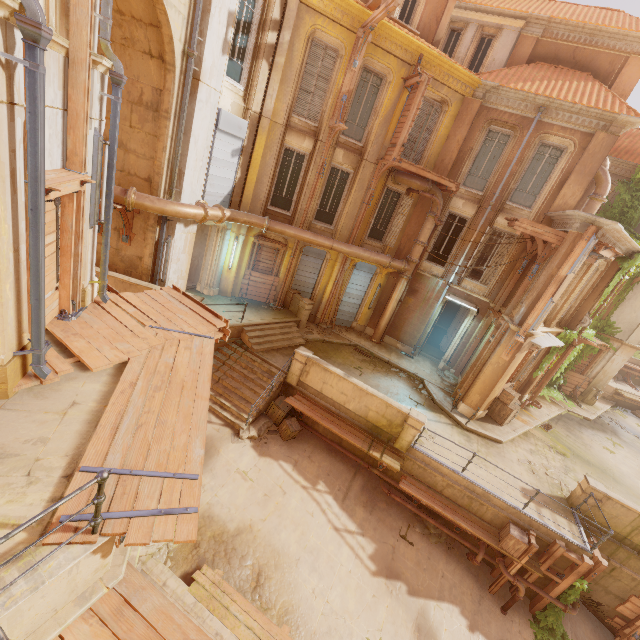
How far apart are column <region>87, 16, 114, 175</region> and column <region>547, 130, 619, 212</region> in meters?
15.9 m

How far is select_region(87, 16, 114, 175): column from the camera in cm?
516

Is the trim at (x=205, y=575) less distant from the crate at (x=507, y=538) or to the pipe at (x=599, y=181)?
the crate at (x=507, y=538)

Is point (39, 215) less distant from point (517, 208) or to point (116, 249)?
point (116, 249)

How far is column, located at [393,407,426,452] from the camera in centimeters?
1102cm

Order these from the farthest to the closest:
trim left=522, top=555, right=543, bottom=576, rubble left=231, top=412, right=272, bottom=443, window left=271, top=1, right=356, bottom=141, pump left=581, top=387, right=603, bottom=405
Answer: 1. pump left=581, top=387, right=603, bottom=405
2. window left=271, top=1, right=356, bottom=141
3. rubble left=231, top=412, right=272, bottom=443
4. trim left=522, top=555, right=543, bottom=576

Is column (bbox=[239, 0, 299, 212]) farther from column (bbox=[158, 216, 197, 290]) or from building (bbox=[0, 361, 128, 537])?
building (bbox=[0, 361, 128, 537])

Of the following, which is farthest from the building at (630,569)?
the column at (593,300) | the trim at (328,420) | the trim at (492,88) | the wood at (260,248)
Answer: the trim at (492,88)
